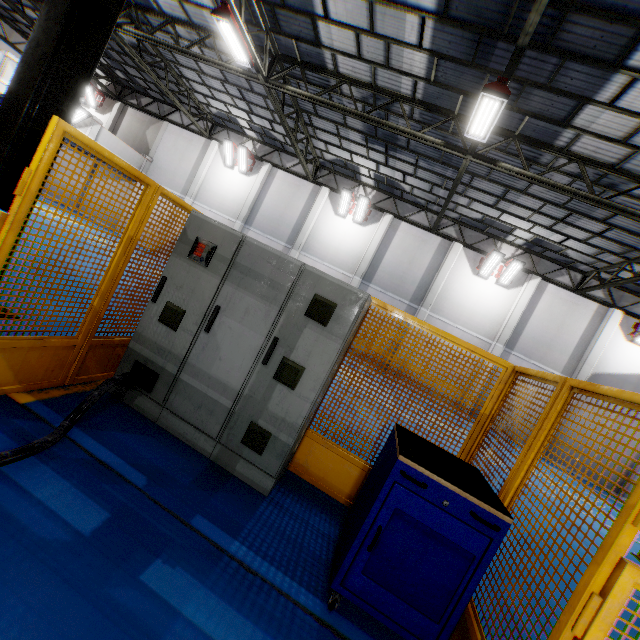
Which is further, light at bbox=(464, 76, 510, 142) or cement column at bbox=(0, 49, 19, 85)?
cement column at bbox=(0, 49, 19, 85)

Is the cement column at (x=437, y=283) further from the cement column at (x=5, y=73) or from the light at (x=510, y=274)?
the cement column at (x=5, y=73)

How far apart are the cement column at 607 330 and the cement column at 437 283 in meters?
7.4

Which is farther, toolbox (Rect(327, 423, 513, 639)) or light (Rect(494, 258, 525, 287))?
light (Rect(494, 258, 525, 287))

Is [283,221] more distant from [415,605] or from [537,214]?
[415,605]

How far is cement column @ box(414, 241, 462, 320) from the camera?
16.9 meters

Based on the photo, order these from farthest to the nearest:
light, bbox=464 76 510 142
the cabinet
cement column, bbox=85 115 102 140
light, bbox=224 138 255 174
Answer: light, bbox=224 138 255 174 → cement column, bbox=85 115 102 140 → light, bbox=464 76 510 142 → the cabinet

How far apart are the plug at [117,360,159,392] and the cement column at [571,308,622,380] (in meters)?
18.39
